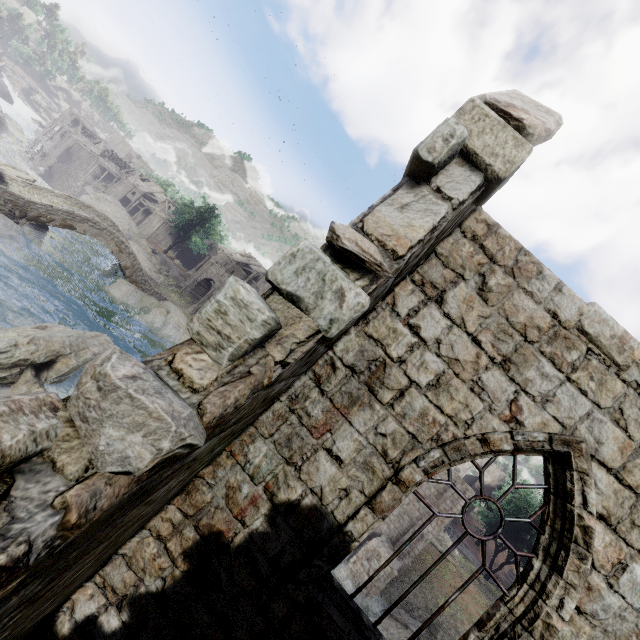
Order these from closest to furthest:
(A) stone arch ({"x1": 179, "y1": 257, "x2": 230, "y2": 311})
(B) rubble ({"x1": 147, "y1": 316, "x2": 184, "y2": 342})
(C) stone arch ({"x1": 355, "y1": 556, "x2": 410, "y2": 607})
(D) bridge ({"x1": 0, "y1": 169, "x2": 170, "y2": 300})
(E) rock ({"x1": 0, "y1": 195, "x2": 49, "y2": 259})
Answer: (C) stone arch ({"x1": 355, "y1": 556, "x2": 410, "y2": 607}) < (E) rock ({"x1": 0, "y1": 195, "x2": 49, "y2": 259}) < (D) bridge ({"x1": 0, "y1": 169, "x2": 170, "y2": 300}) < (B) rubble ({"x1": 147, "y1": 316, "x2": 184, "y2": 342}) < (A) stone arch ({"x1": 179, "y1": 257, "x2": 230, "y2": 311})

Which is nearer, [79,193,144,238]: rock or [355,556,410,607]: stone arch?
[355,556,410,607]: stone arch

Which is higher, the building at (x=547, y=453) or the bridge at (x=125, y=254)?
the building at (x=547, y=453)

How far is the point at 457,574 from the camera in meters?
27.0 m

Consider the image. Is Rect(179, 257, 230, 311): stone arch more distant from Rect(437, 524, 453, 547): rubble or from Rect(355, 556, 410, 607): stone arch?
Rect(437, 524, 453, 547): rubble

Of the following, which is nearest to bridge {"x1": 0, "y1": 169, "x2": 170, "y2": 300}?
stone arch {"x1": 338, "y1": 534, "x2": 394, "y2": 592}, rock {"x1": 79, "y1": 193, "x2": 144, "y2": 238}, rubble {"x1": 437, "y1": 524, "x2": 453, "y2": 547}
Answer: rock {"x1": 79, "y1": 193, "x2": 144, "y2": 238}

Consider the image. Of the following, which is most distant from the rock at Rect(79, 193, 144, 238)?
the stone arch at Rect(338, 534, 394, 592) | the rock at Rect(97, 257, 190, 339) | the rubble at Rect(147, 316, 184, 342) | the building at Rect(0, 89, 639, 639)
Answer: the stone arch at Rect(338, 534, 394, 592)

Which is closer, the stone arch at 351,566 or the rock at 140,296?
the stone arch at 351,566
